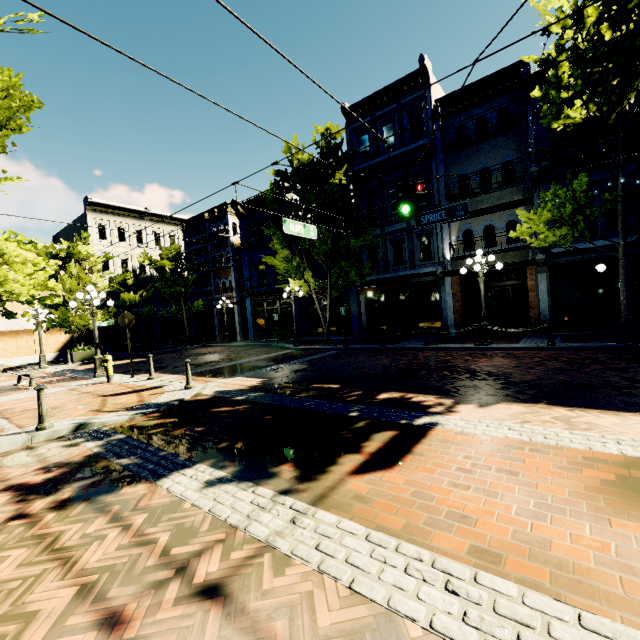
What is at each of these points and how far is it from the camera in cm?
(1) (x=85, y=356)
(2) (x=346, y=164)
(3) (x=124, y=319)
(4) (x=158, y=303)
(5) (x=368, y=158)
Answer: (1) planter, 2020
(2) tree, 1524
(3) sign, 1174
(4) building, 3281
(5) building, 1931

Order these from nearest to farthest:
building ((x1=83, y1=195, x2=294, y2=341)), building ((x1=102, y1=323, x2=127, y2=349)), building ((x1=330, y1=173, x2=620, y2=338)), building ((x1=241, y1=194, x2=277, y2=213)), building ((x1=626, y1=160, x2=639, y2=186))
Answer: building ((x1=626, y1=160, x2=639, y2=186)) < building ((x1=330, y1=173, x2=620, y2=338)) < building ((x1=241, y1=194, x2=277, y2=213)) < building ((x1=83, y1=195, x2=294, y2=341)) < building ((x1=102, y1=323, x2=127, y2=349))

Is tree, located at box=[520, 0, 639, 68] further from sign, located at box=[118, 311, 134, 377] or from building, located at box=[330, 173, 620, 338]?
sign, located at box=[118, 311, 134, 377]

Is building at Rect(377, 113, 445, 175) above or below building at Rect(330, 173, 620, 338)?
above

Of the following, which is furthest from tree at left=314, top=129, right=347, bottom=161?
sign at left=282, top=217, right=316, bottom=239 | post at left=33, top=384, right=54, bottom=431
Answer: sign at left=282, top=217, right=316, bottom=239

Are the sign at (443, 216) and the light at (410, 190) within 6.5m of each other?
yes

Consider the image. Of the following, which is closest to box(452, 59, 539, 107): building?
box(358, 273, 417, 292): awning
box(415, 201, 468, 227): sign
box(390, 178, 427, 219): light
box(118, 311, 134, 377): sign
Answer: box(358, 273, 417, 292): awning

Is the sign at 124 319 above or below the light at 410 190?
below
